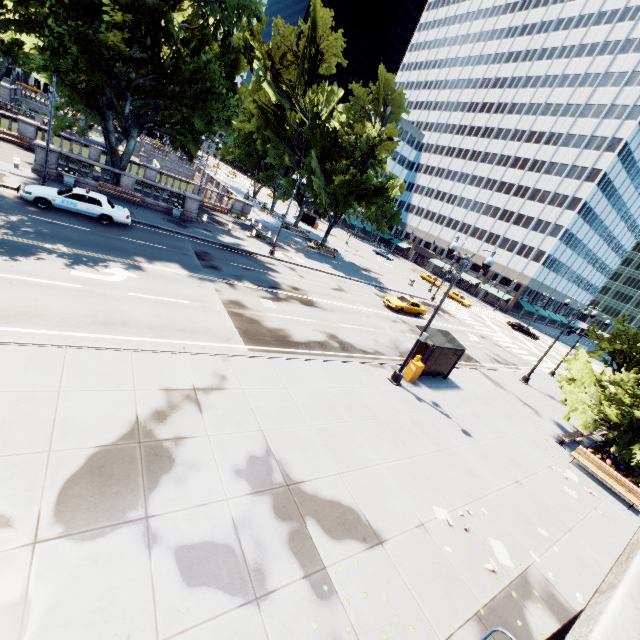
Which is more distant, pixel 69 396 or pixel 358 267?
pixel 358 267

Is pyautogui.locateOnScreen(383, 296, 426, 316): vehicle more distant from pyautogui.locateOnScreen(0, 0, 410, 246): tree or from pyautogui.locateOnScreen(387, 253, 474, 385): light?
pyautogui.locateOnScreen(0, 0, 410, 246): tree

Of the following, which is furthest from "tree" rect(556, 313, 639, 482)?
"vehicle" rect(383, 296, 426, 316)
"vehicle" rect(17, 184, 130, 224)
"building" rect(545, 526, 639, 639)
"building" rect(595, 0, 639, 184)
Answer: "vehicle" rect(383, 296, 426, 316)

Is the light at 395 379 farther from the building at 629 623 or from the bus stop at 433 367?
the building at 629 623

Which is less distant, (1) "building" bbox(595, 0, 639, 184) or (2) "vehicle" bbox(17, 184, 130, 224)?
(2) "vehicle" bbox(17, 184, 130, 224)

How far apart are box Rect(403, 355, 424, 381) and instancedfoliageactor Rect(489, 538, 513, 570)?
8.2 meters

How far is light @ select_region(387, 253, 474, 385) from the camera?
14.2 meters

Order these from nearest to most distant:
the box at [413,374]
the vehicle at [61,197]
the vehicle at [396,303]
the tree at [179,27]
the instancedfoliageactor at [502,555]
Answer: the instancedfoliageactor at [502,555]
the tree at [179,27]
the box at [413,374]
the vehicle at [61,197]
the vehicle at [396,303]
